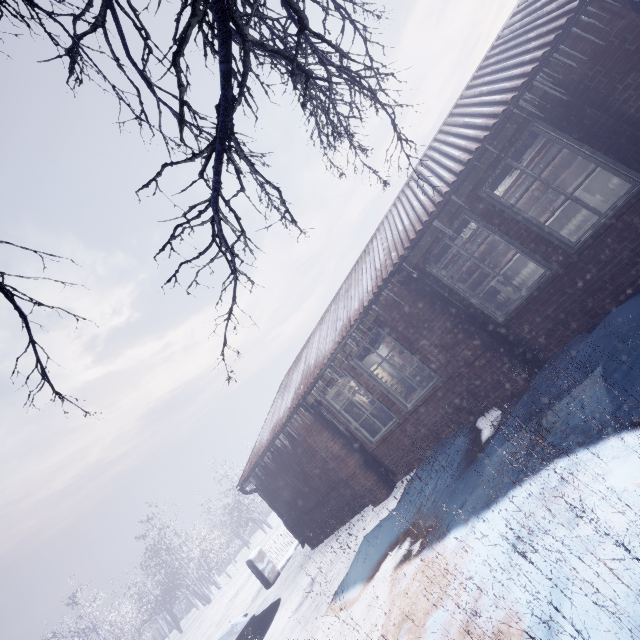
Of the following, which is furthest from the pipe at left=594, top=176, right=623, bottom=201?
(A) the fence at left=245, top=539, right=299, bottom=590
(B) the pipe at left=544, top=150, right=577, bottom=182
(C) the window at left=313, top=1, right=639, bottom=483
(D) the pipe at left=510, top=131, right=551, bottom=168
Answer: (A) the fence at left=245, top=539, right=299, bottom=590

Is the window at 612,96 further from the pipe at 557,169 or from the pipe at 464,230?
the pipe at 557,169

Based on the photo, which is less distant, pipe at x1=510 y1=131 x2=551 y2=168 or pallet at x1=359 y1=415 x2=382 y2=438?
pipe at x1=510 y1=131 x2=551 y2=168

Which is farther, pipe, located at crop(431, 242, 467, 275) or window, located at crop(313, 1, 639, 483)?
pipe, located at crop(431, 242, 467, 275)

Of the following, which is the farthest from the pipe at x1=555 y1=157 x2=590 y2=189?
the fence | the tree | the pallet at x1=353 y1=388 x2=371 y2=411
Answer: the fence

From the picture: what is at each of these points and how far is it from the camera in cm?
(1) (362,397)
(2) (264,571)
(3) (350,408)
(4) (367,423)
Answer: (1) pallet, 1056
(2) fence, 880
(3) pallet, 613
(4) pallet, 613

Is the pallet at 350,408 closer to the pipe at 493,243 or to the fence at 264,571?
the pipe at 493,243

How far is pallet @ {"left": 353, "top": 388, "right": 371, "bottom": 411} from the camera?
10.21m
